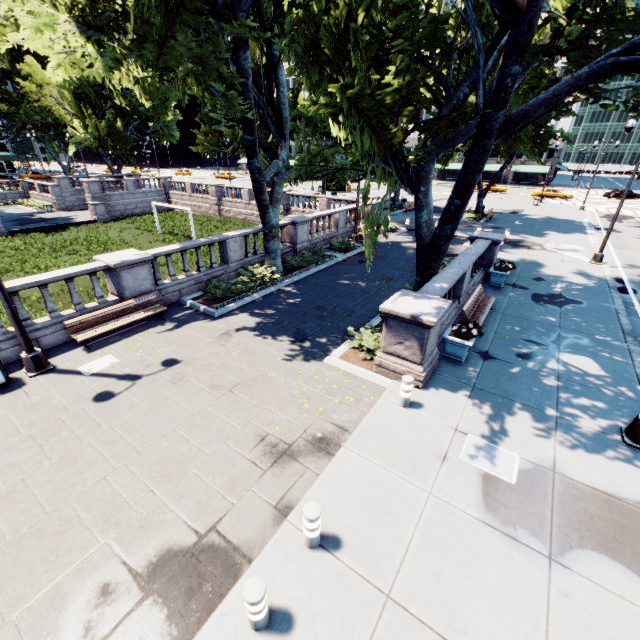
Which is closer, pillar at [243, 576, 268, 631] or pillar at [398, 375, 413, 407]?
pillar at [243, 576, 268, 631]

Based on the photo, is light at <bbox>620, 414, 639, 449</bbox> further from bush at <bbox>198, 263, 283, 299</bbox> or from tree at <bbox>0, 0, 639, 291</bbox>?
bush at <bbox>198, 263, 283, 299</bbox>

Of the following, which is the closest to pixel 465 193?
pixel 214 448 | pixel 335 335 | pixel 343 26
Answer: pixel 343 26

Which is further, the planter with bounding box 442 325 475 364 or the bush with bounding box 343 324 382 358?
the bush with bounding box 343 324 382 358

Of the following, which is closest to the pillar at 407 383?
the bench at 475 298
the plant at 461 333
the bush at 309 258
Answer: the plant at 461 333

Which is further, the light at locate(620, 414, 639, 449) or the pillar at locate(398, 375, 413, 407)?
the pillar at locate(398, 375, 413, 407)

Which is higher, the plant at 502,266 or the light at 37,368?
the plant at 502,266

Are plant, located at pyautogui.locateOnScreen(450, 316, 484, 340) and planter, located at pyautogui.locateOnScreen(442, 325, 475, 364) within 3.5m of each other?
yes
